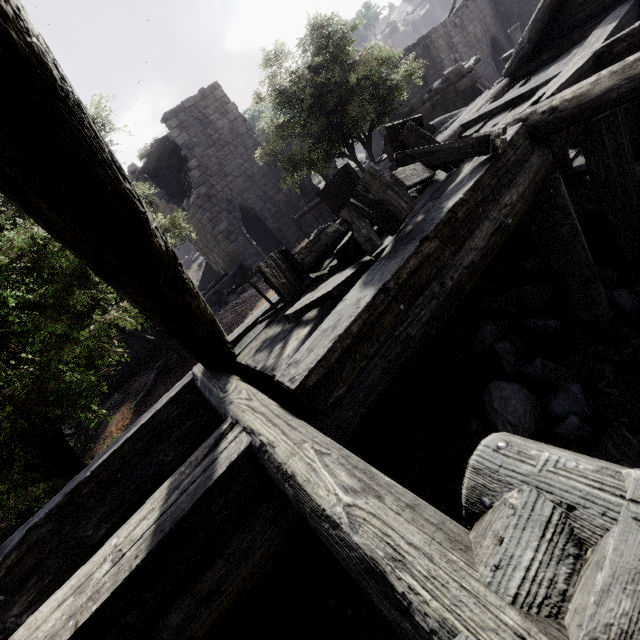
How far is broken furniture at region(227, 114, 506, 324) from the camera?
3.1m

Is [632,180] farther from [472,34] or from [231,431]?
[472,34]

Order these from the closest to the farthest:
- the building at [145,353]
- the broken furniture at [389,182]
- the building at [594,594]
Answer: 1. the building at [594,594]
2. the broken furniture at [389,182]
3. the building at [145,353]

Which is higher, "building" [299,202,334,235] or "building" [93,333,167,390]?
"building" [93,333,167,390]

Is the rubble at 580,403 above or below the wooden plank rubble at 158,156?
below

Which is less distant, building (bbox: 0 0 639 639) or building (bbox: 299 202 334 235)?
building (bbox: 0 0 639 639)

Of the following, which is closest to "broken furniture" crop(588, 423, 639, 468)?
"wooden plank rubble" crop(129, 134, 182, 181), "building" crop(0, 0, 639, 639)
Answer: "building" crop(0, 0, 639, 639)

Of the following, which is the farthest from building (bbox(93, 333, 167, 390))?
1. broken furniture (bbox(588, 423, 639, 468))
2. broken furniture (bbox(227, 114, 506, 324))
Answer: broken furniture (bbox(588, 423, 639, 468))
